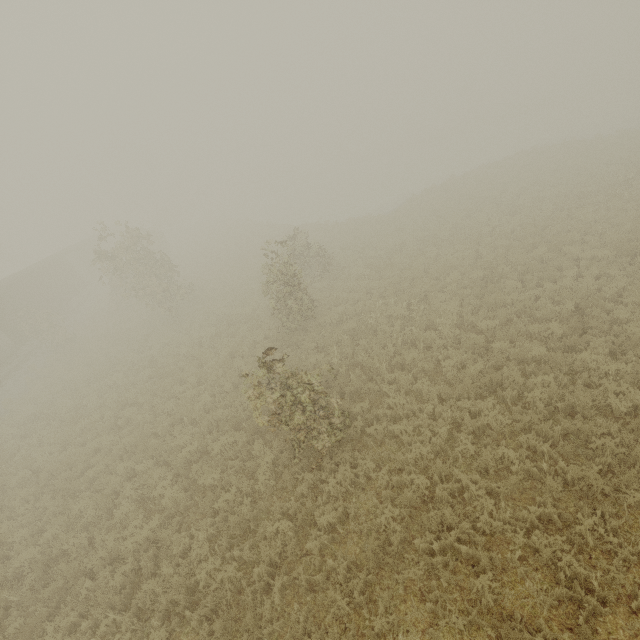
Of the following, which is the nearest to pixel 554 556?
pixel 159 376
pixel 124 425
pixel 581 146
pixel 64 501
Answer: pixel 64 501
